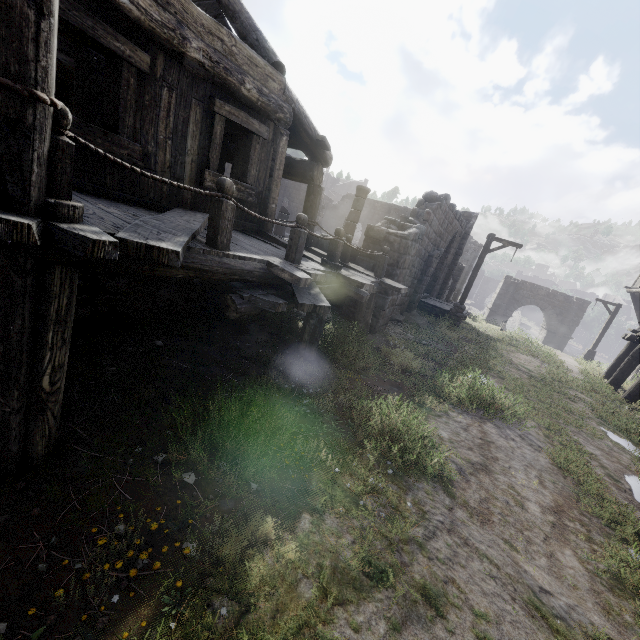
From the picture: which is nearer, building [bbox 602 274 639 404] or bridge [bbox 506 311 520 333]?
building [bbox 602 274 639 404]

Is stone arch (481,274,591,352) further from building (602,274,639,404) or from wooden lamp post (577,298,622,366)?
wooden lamp post (577,298,622,366)

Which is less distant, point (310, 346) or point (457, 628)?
point (457, 628)

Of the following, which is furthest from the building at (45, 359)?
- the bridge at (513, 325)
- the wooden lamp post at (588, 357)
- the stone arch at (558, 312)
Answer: the bridge at (513, 325)

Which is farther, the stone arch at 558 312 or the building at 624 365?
the stone arch at 558 312

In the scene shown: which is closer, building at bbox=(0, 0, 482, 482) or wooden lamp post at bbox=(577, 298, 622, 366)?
building at bbox=(0, 0, 482, 482)

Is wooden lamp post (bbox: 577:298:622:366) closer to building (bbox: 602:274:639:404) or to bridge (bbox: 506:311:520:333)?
building (bbox: 602:274:639:404)

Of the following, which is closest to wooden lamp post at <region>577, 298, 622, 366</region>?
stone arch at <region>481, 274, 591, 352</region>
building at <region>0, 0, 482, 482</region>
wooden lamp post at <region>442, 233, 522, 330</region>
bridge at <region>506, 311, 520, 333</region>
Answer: building at <region>0, 0, 482, 482</region>
